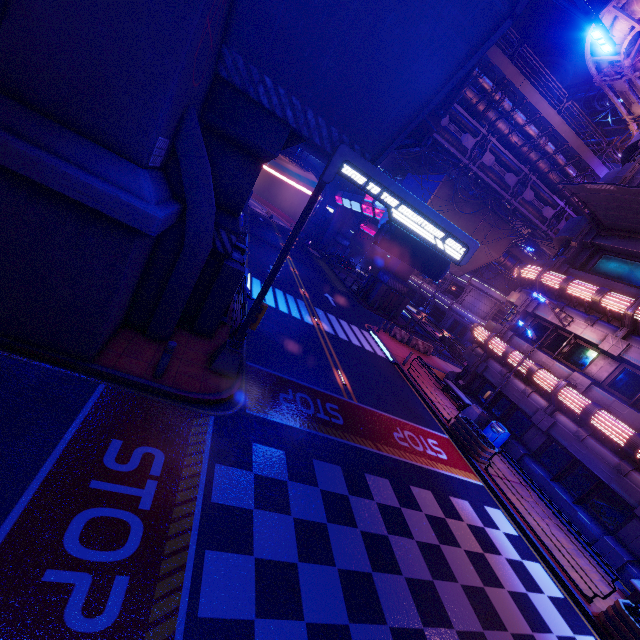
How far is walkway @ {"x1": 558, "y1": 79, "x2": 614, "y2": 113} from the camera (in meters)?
52.34

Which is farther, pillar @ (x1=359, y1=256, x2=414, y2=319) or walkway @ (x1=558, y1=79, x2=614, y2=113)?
walkway @ (x1=558, y1=79, x2=614, y2=113)

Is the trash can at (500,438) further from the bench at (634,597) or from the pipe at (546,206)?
the pipe at (546,206)

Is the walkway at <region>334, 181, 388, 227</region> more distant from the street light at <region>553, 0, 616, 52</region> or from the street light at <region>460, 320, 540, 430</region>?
the street light at <region>553, 0, 616, 52</region>

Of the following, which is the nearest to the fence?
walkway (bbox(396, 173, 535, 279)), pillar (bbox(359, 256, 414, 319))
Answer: pillar (bbox(359, 256, 414, 319))

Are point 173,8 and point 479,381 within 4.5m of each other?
no

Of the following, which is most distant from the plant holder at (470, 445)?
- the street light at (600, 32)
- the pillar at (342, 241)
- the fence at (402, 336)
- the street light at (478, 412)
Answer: the pillar at (342, 241)

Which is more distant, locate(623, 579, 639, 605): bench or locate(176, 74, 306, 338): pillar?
locate(623, 579, 639, 605): bench
